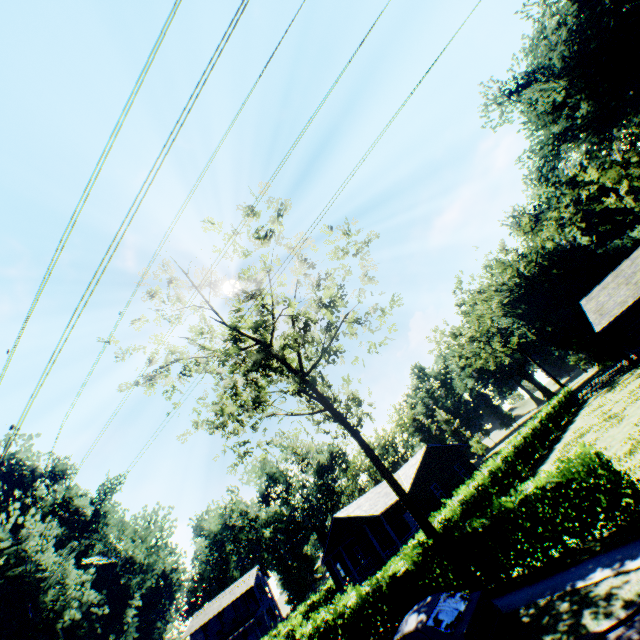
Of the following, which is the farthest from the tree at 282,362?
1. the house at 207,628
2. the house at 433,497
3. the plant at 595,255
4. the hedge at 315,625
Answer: the house at 207,628

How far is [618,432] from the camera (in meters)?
18.25

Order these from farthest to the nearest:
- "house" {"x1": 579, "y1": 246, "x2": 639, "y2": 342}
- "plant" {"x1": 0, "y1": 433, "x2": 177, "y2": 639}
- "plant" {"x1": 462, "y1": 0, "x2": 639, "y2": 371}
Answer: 1. "plant" {"x1": 462, "y1": 0, "x2": 639, "y2": 371}
2. "plant" {"x1": 0, "y1": 433, "x2": 177, "y2": 639}
3. "house" {"x1": 579, "y1": 246, "x2": 639, "y2": 342}

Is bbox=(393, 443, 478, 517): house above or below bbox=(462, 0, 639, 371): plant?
Result: below

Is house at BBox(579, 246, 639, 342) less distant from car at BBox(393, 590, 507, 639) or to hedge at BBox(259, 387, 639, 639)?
hedge at BBox(259, 387, 639, 639)

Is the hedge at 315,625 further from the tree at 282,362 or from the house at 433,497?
the house at 433,497

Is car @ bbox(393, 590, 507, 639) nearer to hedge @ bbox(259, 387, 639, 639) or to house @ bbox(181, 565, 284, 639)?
hedge @ bbox(259, 387, 639, 639)

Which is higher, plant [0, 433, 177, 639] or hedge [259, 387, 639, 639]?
plant [0, 433, 177, 639]
